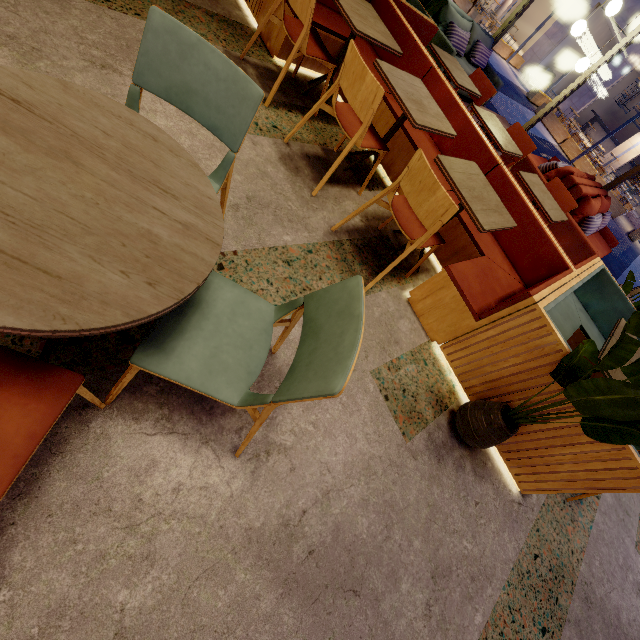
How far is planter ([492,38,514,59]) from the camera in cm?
1664

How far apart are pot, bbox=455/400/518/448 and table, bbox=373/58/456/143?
2.07m

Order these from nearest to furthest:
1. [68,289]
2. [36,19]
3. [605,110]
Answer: [68,289], [36,19], [605,110]

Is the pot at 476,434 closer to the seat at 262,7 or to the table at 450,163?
the seat at 262,7

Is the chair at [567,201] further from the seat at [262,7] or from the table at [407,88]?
the table at [407,88]

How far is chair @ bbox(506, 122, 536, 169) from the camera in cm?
407

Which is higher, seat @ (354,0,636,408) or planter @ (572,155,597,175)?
seat @ (354,0,636,408)

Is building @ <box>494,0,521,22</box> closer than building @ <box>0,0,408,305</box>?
No
